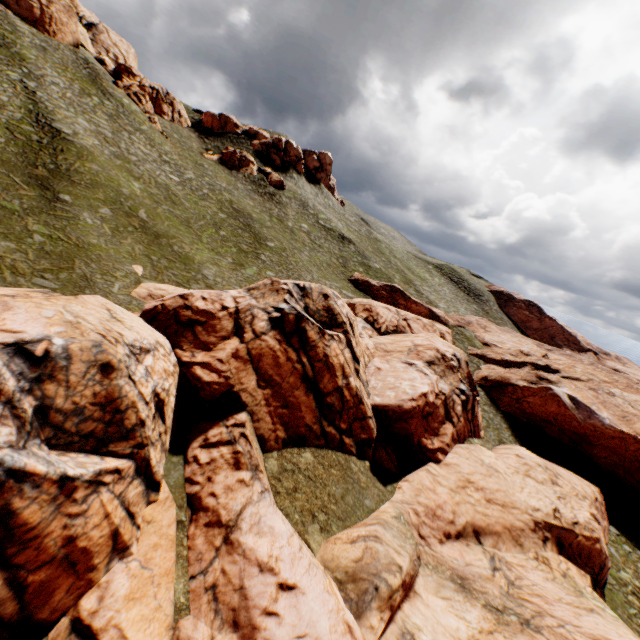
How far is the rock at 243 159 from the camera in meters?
56.3

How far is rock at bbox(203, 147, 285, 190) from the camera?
56.34m

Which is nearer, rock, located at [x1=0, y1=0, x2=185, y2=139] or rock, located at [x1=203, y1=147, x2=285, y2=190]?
rock, located at [x1=0, y1=0, x2=185, y2=139]

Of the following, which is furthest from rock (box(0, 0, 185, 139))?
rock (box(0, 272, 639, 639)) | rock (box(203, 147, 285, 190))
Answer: rock (box(0, 272, 639, 639))

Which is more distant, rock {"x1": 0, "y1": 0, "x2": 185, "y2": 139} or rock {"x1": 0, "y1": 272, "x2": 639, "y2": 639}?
rock {"x1": 0, "y1": 0, "x2": 185, "y2": 139}

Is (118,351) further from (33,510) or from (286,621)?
(286,621)

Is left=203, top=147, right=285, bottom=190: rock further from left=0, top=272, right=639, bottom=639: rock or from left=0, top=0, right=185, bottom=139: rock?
left=0, top=272, right=639, bottom=639: rock

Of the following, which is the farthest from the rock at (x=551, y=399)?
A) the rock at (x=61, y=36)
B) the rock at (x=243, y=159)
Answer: the rock at (x=61, y=36)
